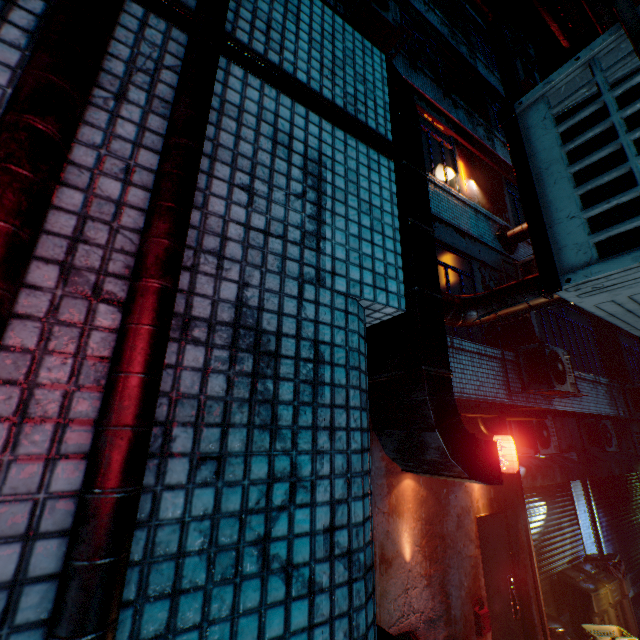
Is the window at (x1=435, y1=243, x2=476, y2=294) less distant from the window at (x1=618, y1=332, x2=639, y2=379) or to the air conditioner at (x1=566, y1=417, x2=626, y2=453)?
the air conditioner at (x1=566, y1=417, x2=626, y2=453)

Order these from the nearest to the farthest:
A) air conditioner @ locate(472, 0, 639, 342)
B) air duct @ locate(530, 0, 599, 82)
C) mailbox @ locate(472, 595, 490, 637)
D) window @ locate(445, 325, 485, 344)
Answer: air conditioner @ locate(472, 0, 639, 342), air duct @ locate(530, 0, 599, 82), mailbox @ locate(472, 595, 490, 637), window @ locate(445, 325, 485, 344)

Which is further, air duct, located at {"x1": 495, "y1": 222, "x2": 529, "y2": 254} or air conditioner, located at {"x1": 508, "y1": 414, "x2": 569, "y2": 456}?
air duct, located at {"x1": 495, "y1": 222, "x2": 529, "y2": 254}

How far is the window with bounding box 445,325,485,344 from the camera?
4.89m

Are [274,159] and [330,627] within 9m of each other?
yes

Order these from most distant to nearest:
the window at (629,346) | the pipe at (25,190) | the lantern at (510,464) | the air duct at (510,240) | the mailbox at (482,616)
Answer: the window at (629,346), the air duct at (510,240), the lantern at (510,464), the mailbox at (482,616), the pipe at (25,190)

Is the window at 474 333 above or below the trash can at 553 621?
above

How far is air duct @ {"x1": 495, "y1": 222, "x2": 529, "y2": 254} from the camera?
6.3 meters
